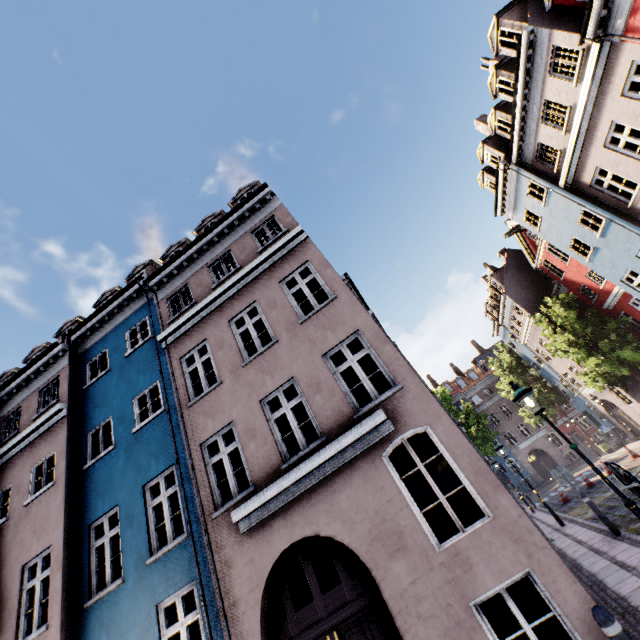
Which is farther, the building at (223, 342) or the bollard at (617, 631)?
the building at (223, 342)

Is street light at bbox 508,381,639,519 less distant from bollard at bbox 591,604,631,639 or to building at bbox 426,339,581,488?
bollard at bbox 591,604,631,639

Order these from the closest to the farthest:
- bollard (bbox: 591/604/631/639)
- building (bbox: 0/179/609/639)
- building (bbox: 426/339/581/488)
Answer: bollard (bbox: 591/604/631/639) → building (bbox: 0/179/609/639) → building (bbox: 426/339/581/488)

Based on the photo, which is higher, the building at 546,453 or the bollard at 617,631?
the building at 546,453

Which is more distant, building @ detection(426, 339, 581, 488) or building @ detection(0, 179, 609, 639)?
building @ detection(426, 339, 581, 488)

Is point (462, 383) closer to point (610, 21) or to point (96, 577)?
point (610, 21)

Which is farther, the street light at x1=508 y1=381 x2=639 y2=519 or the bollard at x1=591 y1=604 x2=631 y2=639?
the street light at x1=508 y1=381 x2=639 y2=519

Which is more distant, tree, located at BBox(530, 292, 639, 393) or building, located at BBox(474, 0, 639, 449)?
tree, located at BBox(530, 292, 639, 393)
